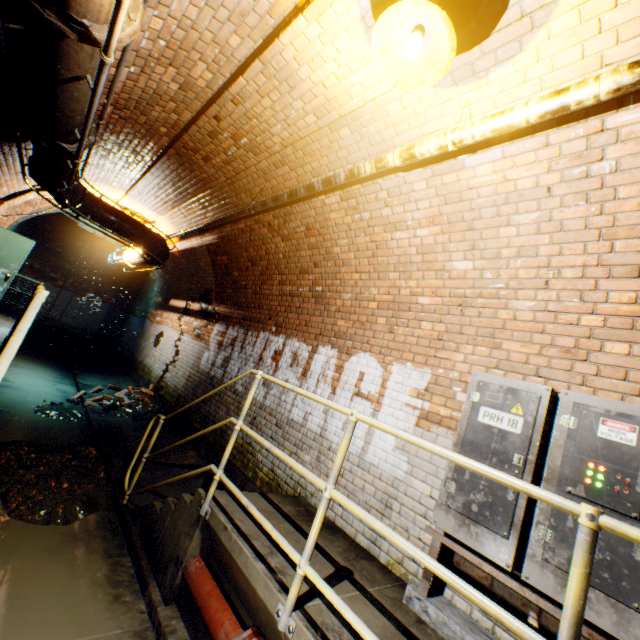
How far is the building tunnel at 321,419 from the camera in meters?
4.0

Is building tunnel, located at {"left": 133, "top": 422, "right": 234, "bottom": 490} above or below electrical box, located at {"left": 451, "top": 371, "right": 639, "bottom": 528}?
below

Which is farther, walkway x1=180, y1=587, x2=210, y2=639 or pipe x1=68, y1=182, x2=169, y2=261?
pipe x1=68, y1=182, x2=169, y2=261

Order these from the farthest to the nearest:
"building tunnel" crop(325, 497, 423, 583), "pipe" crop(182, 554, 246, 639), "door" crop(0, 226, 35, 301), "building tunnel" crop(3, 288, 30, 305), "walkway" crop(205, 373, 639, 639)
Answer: "building tunnel" crop(3, 288, 30, 305), "door" crop(0, 226, 35, 301), "building tunnel" crop(325, 497, 423, 583), "pipe" crop(182, 554, 246, 639), "walkway" crop(205, 373, 639, 639)

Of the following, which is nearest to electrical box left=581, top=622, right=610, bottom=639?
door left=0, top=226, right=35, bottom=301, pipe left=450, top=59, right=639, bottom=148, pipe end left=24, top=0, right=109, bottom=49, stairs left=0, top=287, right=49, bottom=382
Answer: pipe left=450, top=59, right=639, bottom=148

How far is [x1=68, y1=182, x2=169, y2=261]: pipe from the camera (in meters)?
5.37

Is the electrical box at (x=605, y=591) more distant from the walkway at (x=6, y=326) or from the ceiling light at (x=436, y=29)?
the walkway at (x=6, y=326)

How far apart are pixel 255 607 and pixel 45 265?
15.97m
